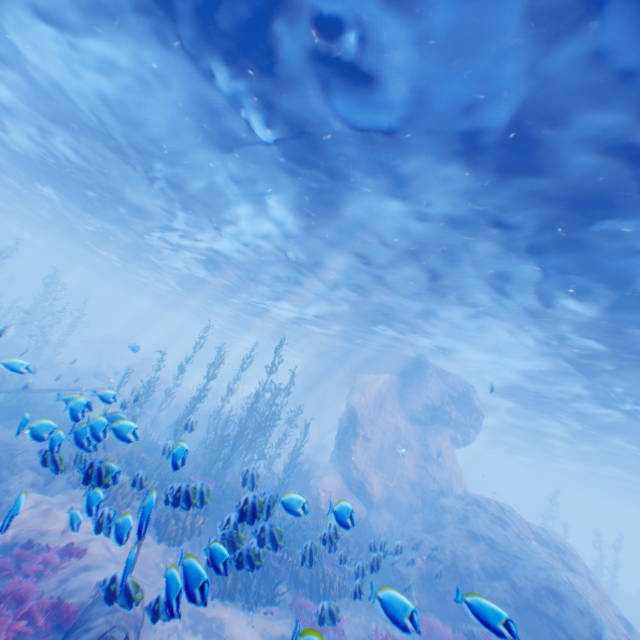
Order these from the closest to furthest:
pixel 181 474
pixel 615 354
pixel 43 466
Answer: pixel 43 466 → pixel 615 354 → pixel 181 474

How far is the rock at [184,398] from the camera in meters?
29.9 m

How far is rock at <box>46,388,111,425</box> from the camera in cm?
555

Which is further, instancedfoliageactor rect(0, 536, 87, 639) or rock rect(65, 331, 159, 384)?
rock rect(65, 331, 159, 384)

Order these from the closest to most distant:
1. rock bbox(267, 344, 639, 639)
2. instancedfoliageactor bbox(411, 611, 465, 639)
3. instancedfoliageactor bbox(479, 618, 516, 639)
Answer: instancedfoliageactor bbox(479, 618, 516, 639), instancedfoliageactor bbox(411, 611, 465, 639), rock bbox(267, 344, 639, 639)

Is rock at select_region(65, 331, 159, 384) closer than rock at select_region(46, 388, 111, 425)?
No

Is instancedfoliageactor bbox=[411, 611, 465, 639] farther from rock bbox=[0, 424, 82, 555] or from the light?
the light

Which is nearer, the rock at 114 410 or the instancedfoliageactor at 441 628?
the rock at 114 410
